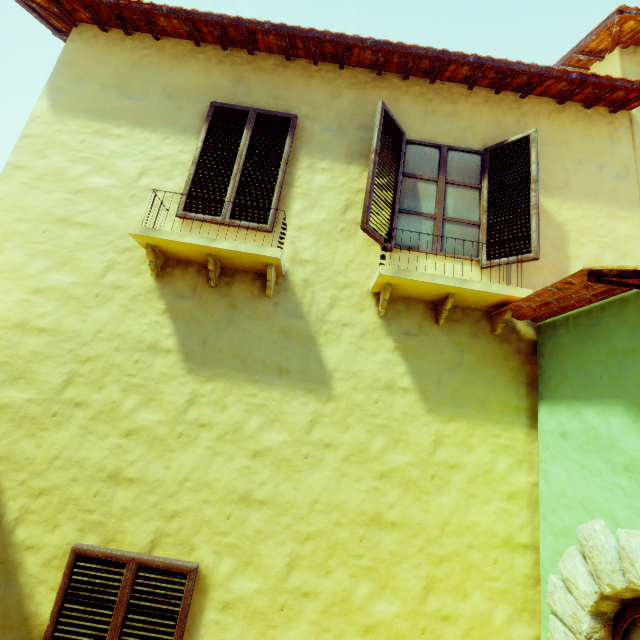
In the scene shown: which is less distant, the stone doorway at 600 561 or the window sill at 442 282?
the stone doorway at 600 561

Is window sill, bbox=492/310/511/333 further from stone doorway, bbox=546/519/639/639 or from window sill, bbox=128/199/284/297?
stone doorway, bbox=546/519/639/639

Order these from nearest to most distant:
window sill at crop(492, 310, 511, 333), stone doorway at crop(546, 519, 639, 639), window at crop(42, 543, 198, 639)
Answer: stone doorway at crop(546, 519, 639, 639) < window at crop(42, 543, 198, 639) < window sill at crop(492, 310, 511, 333)

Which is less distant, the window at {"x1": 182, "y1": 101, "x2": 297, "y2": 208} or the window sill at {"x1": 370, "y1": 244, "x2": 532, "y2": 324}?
the window sill at {"x1": 370, "y1": 244, "x2": 532, "y2": 324}

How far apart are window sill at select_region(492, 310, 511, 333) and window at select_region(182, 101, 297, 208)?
1.3m

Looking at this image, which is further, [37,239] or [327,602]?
[37,239]

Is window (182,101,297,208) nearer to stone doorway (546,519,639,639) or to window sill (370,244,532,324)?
window sill (370,244,532,324)

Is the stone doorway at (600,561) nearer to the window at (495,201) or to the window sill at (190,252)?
the window at (495,201)
